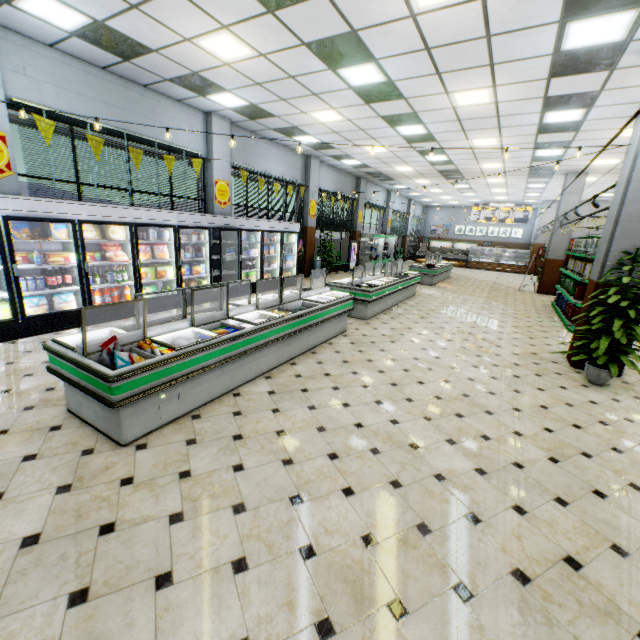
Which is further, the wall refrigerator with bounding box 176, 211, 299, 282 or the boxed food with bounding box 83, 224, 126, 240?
the wall refrigerator with bounding box 176, 211, 299, 282

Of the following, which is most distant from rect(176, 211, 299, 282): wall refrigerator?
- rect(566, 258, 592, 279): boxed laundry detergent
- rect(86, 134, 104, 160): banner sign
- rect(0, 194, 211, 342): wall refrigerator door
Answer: rect(566, 258, 592, 279): boxed laundry detergent

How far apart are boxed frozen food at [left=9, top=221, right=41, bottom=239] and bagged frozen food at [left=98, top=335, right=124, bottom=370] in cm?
379

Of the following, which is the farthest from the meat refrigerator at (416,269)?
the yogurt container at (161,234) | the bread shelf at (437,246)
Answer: the bread shelf at (437,246)

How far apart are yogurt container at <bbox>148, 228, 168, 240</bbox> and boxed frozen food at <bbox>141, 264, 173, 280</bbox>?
0.66m

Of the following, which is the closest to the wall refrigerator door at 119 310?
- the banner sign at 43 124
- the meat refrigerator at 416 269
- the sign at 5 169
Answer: the sign at 5 169

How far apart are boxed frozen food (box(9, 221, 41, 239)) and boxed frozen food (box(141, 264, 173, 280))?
1.9 meters

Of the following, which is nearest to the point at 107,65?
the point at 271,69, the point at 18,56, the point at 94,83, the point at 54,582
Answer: the point at 94,83
